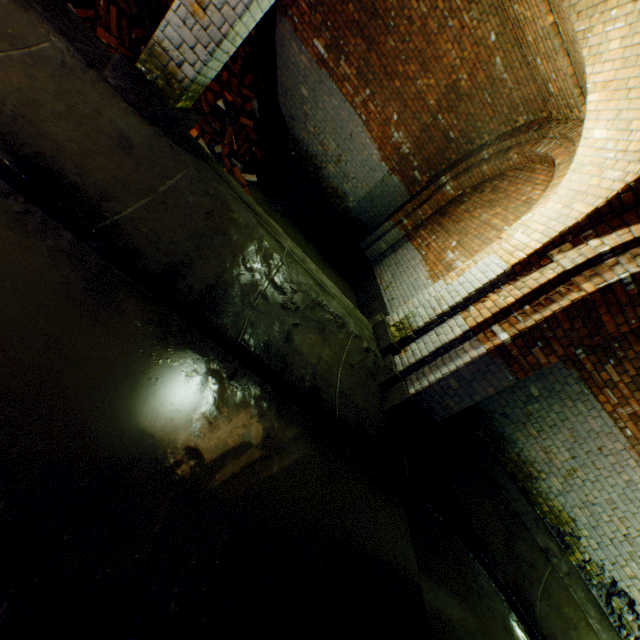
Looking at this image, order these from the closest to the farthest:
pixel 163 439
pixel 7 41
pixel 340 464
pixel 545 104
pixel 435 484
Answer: pixel 163 439, pixel 7 41, pixel 340 464, pixel 435 484, pixel 545 104

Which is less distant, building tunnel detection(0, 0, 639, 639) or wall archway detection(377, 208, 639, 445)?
building tunnel detection(0, 0, 639, 639)

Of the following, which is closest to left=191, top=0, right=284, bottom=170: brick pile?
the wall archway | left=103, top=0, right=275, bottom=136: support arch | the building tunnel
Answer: the building tunnel

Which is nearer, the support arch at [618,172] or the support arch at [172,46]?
the support arch at [172,46]

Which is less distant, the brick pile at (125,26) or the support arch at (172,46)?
the support arch at (172,46)

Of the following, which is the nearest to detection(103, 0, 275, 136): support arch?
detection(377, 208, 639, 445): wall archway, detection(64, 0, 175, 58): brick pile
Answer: detection(377, 208, 639, 445): wall archway
